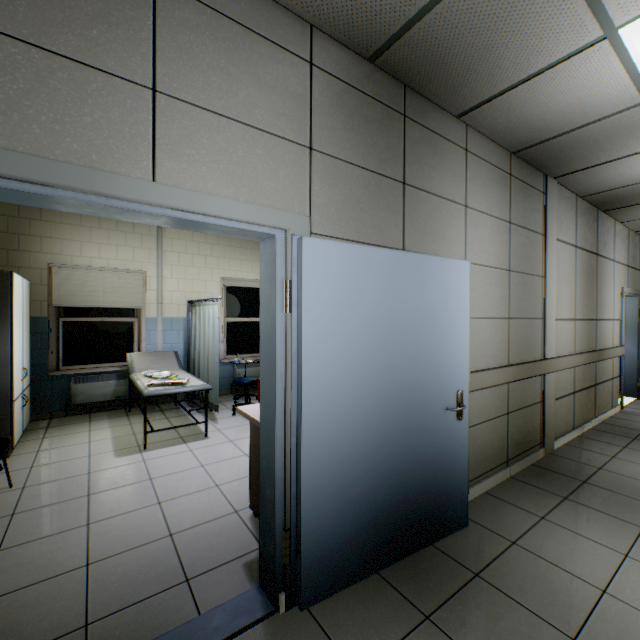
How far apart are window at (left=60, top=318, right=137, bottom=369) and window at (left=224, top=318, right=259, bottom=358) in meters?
1.6 m

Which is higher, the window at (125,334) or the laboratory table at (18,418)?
the window at (125,334)

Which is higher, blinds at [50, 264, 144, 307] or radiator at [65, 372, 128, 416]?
blinds at [50, 264, 144, 307]

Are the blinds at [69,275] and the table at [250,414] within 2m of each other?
no

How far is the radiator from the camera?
5.1 meters

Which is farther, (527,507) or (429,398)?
(527,507)

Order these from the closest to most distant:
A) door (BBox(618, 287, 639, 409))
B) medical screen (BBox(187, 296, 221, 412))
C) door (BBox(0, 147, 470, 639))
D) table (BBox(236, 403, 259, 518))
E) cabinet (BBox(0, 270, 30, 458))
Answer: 1. door (BBox(0, 147, 470, 639))
2. table (BBox(236, 403, 259, 518))
3. cabinet (BBox(0, 270, 30, 458))
4. medical screen (BBox(187, 296, 221, 412))
5. door (BBox(618, 287, 639, 409))

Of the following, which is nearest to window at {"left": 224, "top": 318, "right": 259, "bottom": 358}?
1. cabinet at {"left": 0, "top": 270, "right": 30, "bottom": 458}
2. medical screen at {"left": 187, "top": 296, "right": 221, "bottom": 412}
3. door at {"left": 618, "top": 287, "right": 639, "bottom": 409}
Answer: medical screen at {"left": 187, "top": 296, "right": 221, "bottom": 412}
